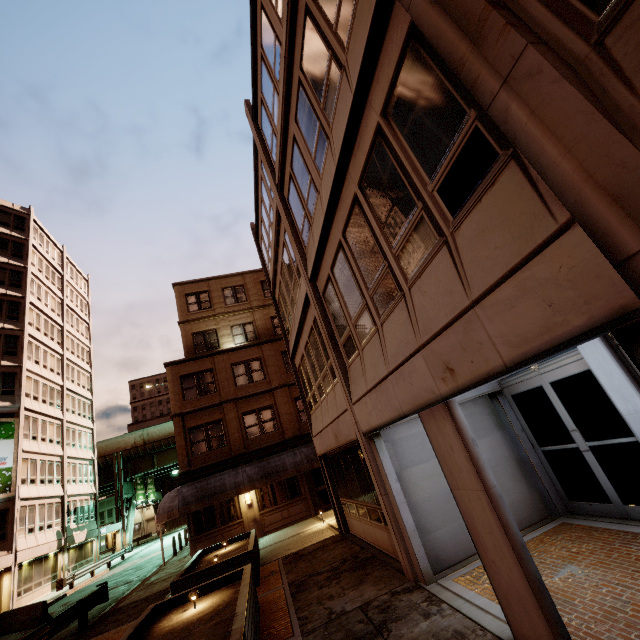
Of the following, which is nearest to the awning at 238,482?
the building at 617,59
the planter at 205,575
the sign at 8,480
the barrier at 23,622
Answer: the building at 617,59

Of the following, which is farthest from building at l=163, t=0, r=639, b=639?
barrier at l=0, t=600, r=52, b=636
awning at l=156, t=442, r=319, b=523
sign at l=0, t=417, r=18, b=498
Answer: sign at l=0, t=417, r=18, b=498

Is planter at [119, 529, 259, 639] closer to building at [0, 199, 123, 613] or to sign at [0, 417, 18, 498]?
building at [0, 199, 123, 613]

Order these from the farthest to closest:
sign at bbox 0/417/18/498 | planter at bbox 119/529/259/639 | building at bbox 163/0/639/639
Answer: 1. sign at bbox 0/417/18/498
2. planter at bbox 119/529/259/639
3. building at bbox 163/0/639/639

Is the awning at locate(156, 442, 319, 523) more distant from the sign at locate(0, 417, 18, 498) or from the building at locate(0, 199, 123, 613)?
the sign at locate(0, 417, 18, 498)

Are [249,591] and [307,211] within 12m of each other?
yes

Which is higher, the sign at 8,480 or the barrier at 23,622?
the sign at 8,480

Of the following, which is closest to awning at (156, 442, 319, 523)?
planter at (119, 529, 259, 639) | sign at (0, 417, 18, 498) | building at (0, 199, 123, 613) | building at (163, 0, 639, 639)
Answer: building at (163, 0, 639, 639)
